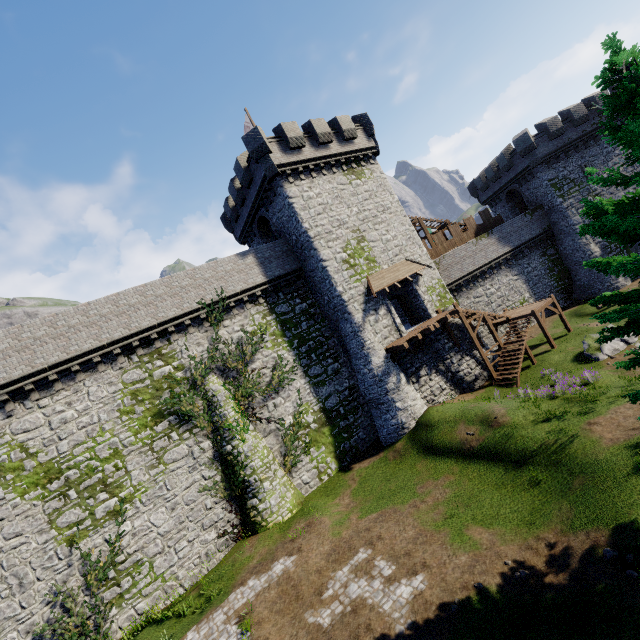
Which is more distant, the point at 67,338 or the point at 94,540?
the point at 67,338

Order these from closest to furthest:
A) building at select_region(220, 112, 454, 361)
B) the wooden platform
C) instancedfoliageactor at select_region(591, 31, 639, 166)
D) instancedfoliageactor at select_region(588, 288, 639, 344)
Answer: instancedfoliageactor at select_region(591, 31, 639, 166) → instancedfoliageactor at select_region(588, 288, 639, 344) → the wooden platform → building at select_region(220, 112, 454, 361)

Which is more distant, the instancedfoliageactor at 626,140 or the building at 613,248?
the building at 613,248

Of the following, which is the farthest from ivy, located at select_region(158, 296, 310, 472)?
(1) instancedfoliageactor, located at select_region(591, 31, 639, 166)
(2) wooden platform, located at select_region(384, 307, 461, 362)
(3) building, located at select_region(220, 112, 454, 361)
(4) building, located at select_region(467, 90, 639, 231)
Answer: (4) building, located at select_region(467, 90, 639, 231)

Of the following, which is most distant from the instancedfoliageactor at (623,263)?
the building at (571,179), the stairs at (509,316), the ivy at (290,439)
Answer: the building at (571,179)

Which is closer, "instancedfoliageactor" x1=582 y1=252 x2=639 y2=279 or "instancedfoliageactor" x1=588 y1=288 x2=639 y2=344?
"instancedfoliageactor" x1=582 y1=252 x2=639 y2=279

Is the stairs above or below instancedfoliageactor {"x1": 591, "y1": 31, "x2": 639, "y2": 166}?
below

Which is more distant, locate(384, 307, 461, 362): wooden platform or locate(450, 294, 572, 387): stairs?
locate(450, 294, 572, 387): stairs
